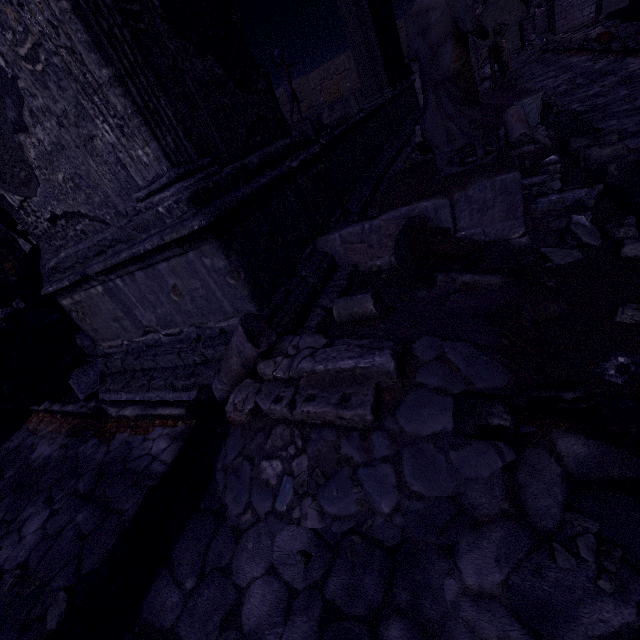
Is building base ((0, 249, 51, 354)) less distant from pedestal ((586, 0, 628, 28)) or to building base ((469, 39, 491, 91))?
building base ((469, 39, 491, 91))

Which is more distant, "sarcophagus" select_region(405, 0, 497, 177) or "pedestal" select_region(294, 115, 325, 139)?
"pedestal" select_region(294, 115, 325, 139)

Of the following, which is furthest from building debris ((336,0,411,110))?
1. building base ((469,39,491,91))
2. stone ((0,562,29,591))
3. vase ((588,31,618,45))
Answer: stone ((0,562,29,591))

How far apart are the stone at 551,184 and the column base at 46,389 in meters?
7.0

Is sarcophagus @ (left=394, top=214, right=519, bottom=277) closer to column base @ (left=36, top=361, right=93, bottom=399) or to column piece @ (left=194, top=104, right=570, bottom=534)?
column piece @ (left=194, top=104, right=570, bottom=534)

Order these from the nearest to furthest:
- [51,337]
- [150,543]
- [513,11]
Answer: [150,543] < [51,337] < [513,11]

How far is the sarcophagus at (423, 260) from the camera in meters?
3.0

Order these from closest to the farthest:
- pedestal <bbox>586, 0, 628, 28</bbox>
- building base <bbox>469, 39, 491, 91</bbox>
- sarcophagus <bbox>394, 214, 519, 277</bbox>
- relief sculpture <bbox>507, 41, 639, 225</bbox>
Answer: sarcophagus <bbox>394, 214, 519, 277</bbox> → relief sculpture <bbox>507, 41, 639, 225</bbox> → building base <bbox>469, 39, 491, 91</bbox> → pedestal <bbox>586, 0, 628, 28</bbox>
